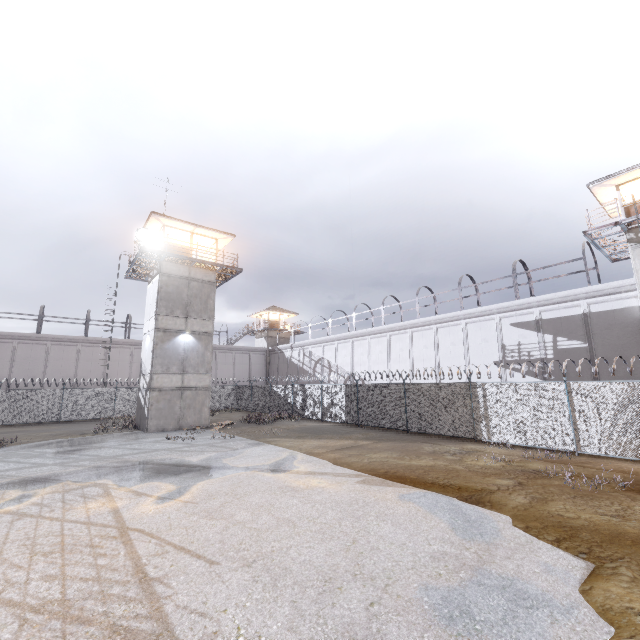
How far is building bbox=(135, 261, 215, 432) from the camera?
21.5m

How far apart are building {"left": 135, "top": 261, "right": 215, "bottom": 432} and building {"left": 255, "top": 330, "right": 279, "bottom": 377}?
23.6m

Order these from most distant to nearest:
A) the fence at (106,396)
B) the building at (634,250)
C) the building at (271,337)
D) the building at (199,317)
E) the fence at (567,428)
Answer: the building at (271,337) < the fence at (106,396) < the building at (199,317) < the building at (634,250) < the fence at (567,428)

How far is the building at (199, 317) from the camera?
21.5 meters

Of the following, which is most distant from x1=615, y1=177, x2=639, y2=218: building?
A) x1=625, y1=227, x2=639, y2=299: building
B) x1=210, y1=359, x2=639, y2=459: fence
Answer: x1=210, y1=359, x2=639, y2=459: fence

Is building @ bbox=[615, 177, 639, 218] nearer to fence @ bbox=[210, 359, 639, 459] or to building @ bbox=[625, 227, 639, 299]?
building @ bbox=[625, 227, 639, 299]

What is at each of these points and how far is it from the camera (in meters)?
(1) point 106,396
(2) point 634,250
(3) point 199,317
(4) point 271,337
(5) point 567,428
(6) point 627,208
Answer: (1) fence, 29.67
(2) building, 17.28
(3) building, 23.86
(4) building, 48.66
(5) fence, 12.90
(6) building, 17.70

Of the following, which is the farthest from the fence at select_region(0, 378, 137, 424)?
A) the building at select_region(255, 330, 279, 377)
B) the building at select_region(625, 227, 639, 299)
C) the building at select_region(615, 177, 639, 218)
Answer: the building at select_region(615, 177, 639, 218)
